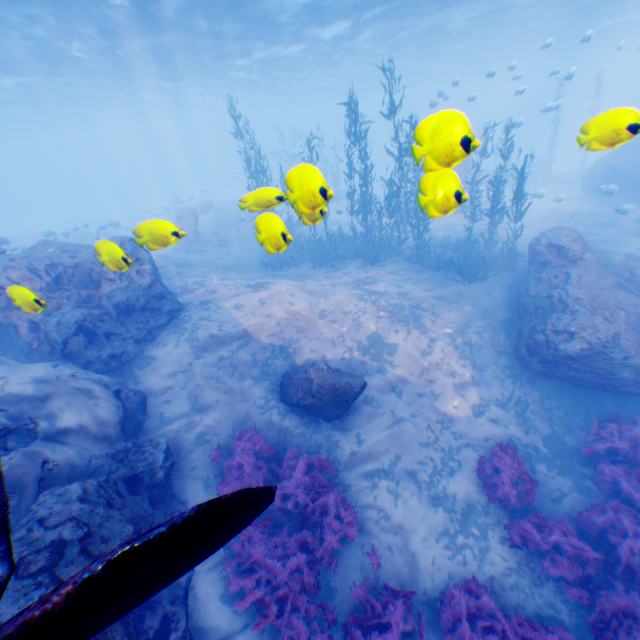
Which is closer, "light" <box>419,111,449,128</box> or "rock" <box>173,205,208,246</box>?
"light" <box>419,111,449,128</box>

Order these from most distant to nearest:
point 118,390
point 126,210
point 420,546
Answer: point 126,210 → point 118,390 → point 420,546

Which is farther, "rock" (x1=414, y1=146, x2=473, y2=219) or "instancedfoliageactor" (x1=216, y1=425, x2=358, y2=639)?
"instancedfoliageactor" (x1=216, y1=425, x2=358, y2=639)

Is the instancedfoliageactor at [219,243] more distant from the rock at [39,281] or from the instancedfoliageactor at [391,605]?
the instancedfoliageactor at [391,605]

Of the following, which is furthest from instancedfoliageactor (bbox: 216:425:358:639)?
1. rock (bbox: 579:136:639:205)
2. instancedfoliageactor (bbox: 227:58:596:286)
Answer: instancedfoliageactor (bbox: 227:58:596:286)

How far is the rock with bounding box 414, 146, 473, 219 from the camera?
3.1 meters

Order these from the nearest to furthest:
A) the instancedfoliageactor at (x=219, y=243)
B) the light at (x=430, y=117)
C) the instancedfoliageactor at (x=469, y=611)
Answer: the light at (x=430, y=117), the instancedfoliageactor at (x=469, y=611), the instancedfoliageactor at (x=219, y=243)

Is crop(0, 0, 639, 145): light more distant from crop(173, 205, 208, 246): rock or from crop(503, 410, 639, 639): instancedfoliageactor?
crop(503, 410, 639, 639): instancedfoliageactor
